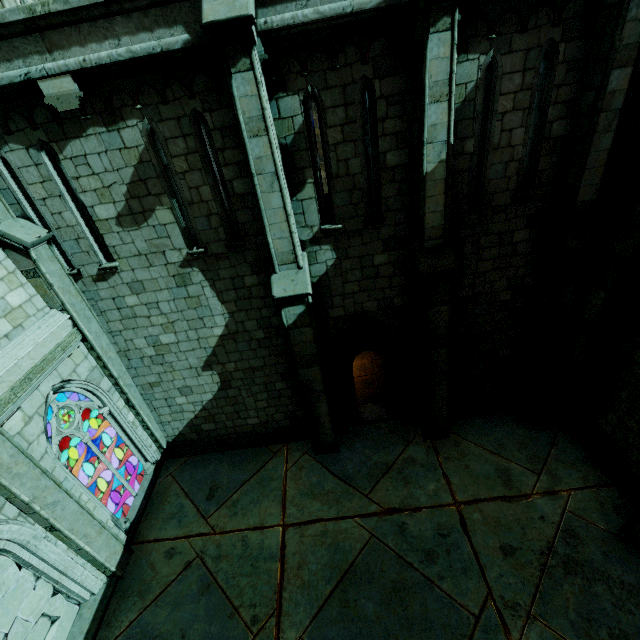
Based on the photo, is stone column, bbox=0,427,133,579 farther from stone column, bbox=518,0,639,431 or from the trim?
stone column, bbox=518,0,639,431

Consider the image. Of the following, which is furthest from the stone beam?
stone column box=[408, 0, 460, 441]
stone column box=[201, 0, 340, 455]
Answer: stone column box=[408, 0, 460, 441]

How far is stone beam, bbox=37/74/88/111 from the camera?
5.4m

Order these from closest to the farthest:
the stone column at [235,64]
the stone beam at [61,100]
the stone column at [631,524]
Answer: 1. the stone column at [235,64]
2. the stone beam at [61,100]
3. the stone column at [631,524]

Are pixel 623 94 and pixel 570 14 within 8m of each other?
yes

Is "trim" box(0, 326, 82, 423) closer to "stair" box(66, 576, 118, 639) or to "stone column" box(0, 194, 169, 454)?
"stone column" box(0, 194, 169, 454)

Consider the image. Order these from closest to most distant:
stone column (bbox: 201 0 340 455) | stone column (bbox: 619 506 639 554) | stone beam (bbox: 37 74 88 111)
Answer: stone column (bbox: 201 0 340 455) < stone beam (bbox: 37 74 88 111) < stone column (bbox: 619 506 639 554)

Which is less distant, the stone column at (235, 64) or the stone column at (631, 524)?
the stone column at (235, 64)
